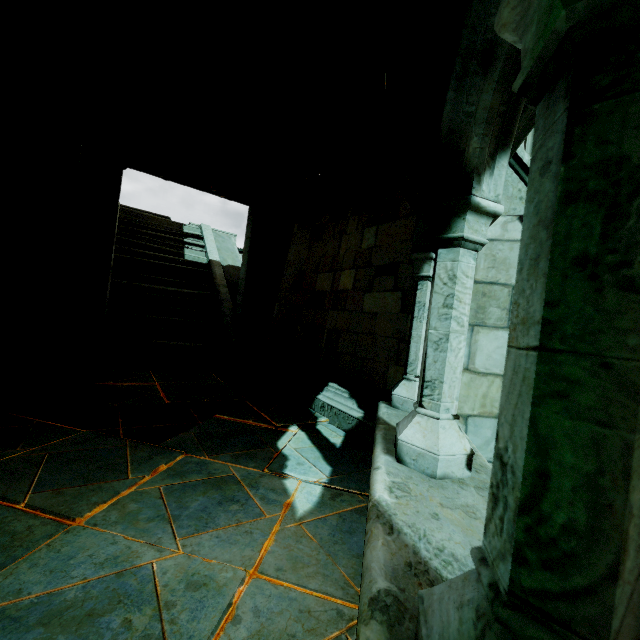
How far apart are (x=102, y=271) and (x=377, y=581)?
4.9m

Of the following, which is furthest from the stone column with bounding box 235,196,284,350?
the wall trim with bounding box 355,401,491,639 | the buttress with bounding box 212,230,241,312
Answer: the wall trim with bounding box 355,401,491,639

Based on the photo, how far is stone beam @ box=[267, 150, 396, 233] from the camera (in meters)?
4.60

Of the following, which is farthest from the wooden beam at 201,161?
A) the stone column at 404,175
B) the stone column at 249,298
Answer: the stone column at 404,175

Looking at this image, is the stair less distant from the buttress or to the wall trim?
the buttress

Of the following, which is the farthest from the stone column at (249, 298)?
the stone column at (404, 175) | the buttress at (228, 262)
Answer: the stone column at (404, 175)

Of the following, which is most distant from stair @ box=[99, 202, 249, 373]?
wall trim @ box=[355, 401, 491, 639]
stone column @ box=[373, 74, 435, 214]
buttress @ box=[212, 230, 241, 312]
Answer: wall trim @ box=[355, 401, 491, 639]

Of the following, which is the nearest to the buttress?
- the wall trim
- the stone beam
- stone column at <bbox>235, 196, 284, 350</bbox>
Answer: stone column at <bbox>235, 196, 284, 350</bbox>
